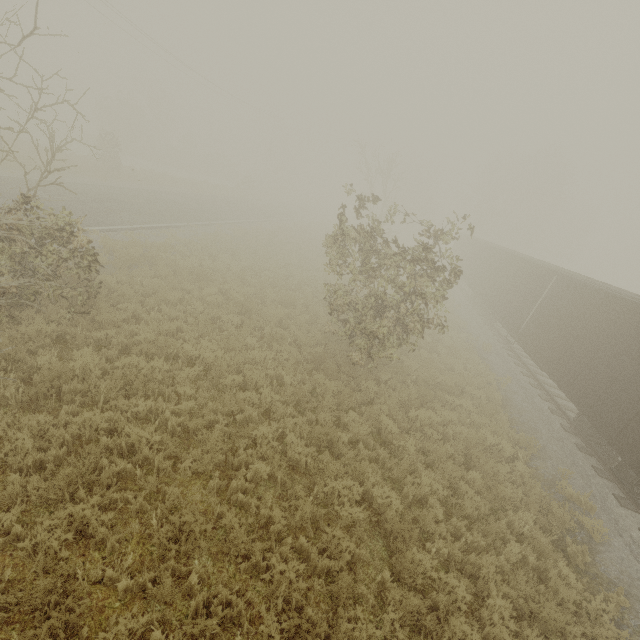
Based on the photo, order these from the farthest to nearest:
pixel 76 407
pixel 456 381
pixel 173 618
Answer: pixel 456 381 < pixel 76 407 < pixel 173 618

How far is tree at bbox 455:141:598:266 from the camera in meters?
43.0

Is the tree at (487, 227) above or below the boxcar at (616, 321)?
above

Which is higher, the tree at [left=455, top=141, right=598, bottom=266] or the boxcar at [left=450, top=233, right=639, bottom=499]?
the tree at [left=455, top=141, right=598, bottom=266]

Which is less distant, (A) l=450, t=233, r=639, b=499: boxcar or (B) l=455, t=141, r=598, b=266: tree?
(A) l=450, t=233, r=639, b=499: boxcar

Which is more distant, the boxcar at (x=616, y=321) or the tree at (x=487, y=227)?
the tree at (x=487, y=227)
